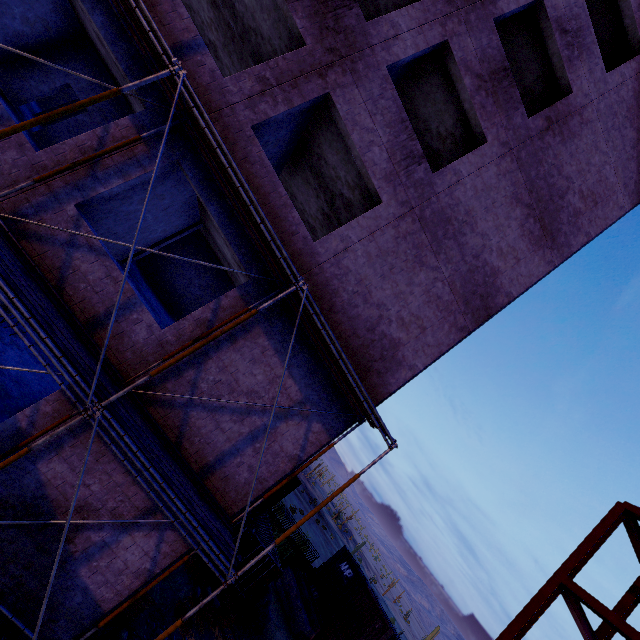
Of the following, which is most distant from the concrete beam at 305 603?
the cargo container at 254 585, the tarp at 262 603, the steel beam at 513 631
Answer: the steel beam at 513 631

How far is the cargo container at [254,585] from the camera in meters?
14.6

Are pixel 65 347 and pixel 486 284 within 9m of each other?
no

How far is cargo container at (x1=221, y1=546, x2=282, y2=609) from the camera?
14.65m

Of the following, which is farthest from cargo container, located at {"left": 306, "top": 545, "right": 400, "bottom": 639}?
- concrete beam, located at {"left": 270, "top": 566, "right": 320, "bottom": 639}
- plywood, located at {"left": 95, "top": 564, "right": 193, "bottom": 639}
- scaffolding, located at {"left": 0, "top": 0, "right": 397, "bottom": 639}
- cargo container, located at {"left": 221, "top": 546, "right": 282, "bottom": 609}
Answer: scaffolding, located at {"left": 0, "top": 0, "right": 397, "bottom": 639}

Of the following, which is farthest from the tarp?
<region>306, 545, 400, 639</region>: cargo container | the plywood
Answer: <region>306, 545, 400, 639</region>: cargo container

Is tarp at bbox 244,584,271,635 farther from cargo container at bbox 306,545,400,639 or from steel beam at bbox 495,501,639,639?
steel beam at bbox 495,501,639,639

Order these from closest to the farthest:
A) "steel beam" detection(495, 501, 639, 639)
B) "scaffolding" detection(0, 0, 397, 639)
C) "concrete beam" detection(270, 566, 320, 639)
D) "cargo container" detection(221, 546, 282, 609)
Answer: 1. "scaffolding" detection(0, 0, 397, 639)
2. "steel beam" detection(495, 501, 639, 639)
3. "cargo container" detection(221, 546, 282, 609)
4. "concrete beam" detection(270, 566, 320, 639)
